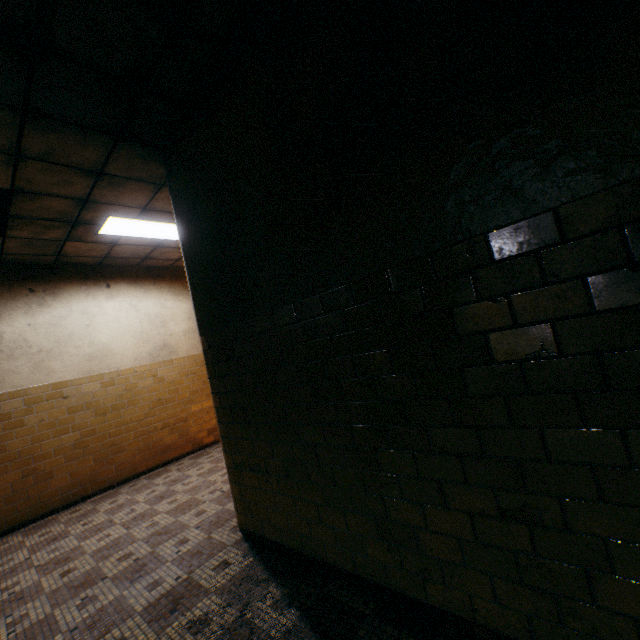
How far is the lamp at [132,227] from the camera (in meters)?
4.62

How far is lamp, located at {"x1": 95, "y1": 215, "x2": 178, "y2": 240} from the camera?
4.6 meters

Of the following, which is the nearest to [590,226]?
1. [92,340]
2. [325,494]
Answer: [325,494]
